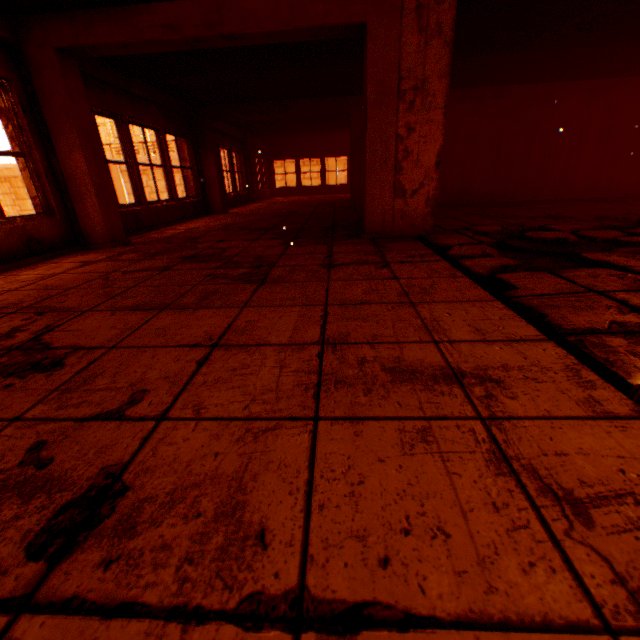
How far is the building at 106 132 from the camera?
43.1 meters

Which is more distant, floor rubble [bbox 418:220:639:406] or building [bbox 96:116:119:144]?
building [bbox 96:116:119:144]

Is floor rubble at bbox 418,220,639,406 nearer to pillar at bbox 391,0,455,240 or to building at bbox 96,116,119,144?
pillar at bbox 391,0,455,240

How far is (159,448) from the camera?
1.0m

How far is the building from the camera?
43.12m

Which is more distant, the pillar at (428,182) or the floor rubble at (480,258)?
the pillar at (428,182)

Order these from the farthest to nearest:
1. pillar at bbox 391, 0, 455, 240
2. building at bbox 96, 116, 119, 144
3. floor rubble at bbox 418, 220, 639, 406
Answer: building at bbox 96, 116, 119, 144 < pillar at bbox 391, 0, 455, 240 < floor rubble at bbox 418, 220, 639, 406
